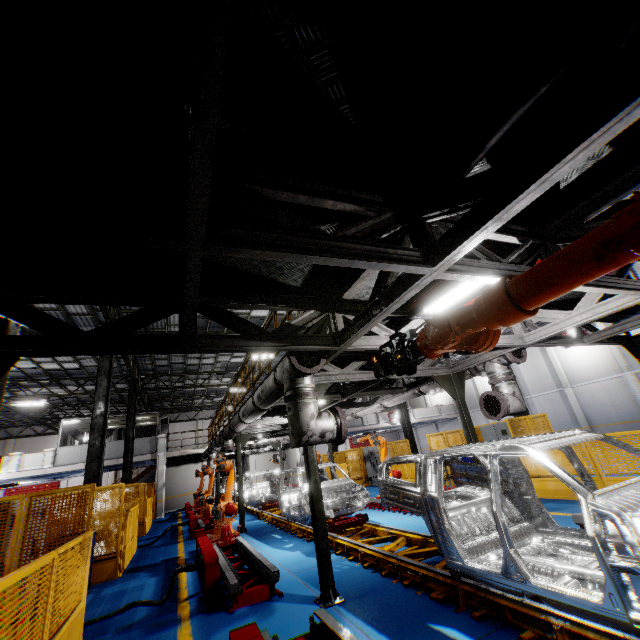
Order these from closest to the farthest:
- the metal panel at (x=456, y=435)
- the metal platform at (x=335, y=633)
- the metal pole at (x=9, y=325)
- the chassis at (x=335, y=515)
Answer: the metal platform at (x=335, y=633), the metal pole at (x=9, y=325), the chassis at (x=335, y=515), the metal panel at (x=456, y=435)

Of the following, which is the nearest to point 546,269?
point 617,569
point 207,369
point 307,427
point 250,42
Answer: point 250,42

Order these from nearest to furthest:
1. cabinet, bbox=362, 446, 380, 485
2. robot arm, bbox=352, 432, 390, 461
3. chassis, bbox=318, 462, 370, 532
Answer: chassis, bbox=318, 462, 370, 532
robot arm, bbox=352, 432, 390, 461
cabinet, bbox=362, 446, 380, 485

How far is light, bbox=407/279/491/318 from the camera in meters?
4.4 m

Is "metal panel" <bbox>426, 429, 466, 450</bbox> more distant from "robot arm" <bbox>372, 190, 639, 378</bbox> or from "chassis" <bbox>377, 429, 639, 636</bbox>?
"chassis" <bbox>377, 429, 639, 636</bbox>

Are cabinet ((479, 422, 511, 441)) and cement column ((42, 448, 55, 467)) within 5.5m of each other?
no

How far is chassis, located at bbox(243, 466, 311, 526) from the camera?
9.1m

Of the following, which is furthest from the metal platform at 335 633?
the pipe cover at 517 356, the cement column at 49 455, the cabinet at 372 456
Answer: the cement column at 49 455
